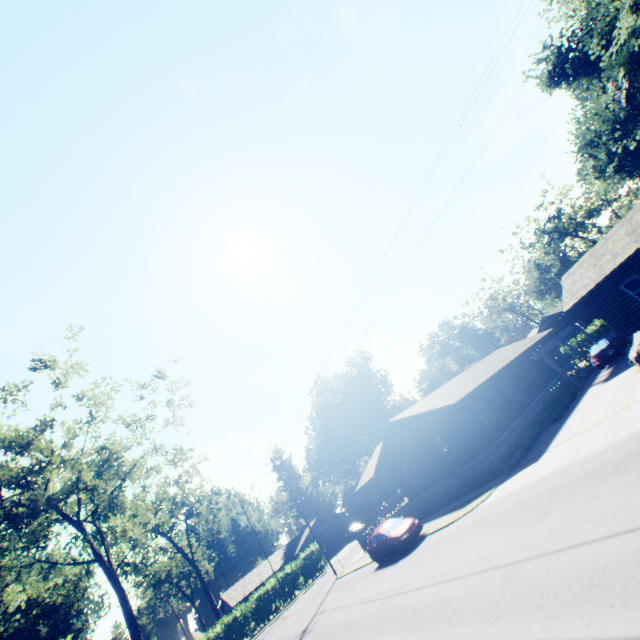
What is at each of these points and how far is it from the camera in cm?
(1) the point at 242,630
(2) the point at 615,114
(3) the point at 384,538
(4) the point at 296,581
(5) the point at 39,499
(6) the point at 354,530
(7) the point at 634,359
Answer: (1) hedge, 3491
(2) plant, 2845
(3) car, 1955
(4) hedge, 3944
(5) tree, 1972
(6) car, 4712
(7) rock, 1669

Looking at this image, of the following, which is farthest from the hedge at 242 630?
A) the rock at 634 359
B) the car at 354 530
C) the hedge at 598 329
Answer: the hedge at 598 329

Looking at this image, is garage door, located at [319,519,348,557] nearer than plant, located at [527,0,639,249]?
No

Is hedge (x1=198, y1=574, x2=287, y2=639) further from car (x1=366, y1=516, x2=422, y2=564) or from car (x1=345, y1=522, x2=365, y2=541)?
car (x1=366, y1=516, x2=422, y2=564)

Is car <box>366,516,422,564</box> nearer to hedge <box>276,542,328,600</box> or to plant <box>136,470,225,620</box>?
hedge <box>276,542,328,600</box>

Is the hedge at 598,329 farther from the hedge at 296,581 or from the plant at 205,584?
the plant at 205,584

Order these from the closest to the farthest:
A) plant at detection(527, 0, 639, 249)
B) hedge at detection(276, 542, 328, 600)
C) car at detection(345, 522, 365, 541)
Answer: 1. plant at detection(527, 0, 639, 249)
2. hedge at detection(276, 542, 328, 600)
3. car at detection(345, 522, 365, 541)

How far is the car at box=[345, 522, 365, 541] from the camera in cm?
4681
